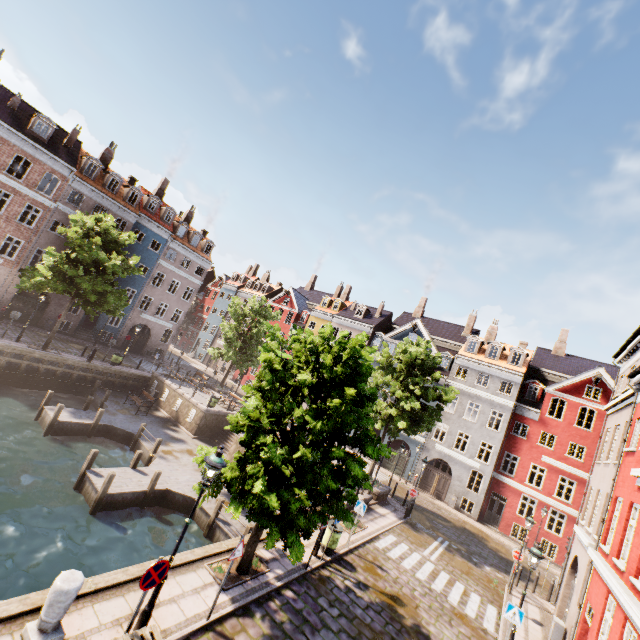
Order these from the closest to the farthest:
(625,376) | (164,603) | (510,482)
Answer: (164,603) → (625,376) → (510,482)

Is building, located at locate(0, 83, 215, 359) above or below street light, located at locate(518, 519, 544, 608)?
above

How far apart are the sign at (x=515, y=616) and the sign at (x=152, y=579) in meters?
11.0 m

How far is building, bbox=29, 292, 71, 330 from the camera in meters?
28.6

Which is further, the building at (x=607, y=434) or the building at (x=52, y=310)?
the building at (x=52, y=310)

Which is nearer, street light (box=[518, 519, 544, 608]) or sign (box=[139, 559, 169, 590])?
sign (box=[139, 559, 169, 590])

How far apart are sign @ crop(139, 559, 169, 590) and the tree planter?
3.4m

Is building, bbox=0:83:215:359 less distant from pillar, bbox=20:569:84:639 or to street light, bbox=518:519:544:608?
street light, bbox=518:519:544:608
